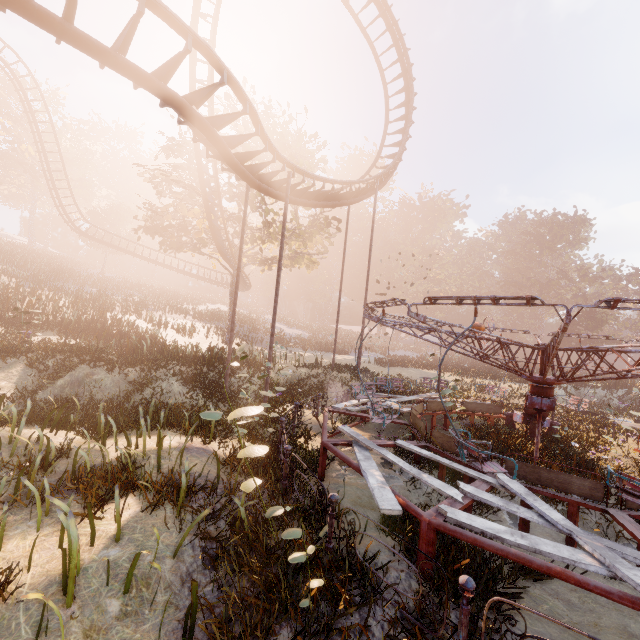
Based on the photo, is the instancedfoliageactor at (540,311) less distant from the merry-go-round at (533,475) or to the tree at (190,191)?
the tree at (190,191)

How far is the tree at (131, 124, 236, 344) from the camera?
22.0 meters

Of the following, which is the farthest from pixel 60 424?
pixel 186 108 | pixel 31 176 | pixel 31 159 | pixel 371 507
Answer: pixel 31 159

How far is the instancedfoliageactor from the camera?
55.6 meters

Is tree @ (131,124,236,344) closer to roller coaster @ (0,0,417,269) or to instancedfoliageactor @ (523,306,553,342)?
roller coaster @ (0,0,417,269)

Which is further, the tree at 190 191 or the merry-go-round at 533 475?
the tree at 190 191

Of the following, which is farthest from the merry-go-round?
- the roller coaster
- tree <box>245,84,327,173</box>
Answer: tree <box>245,84,327,173</box>
